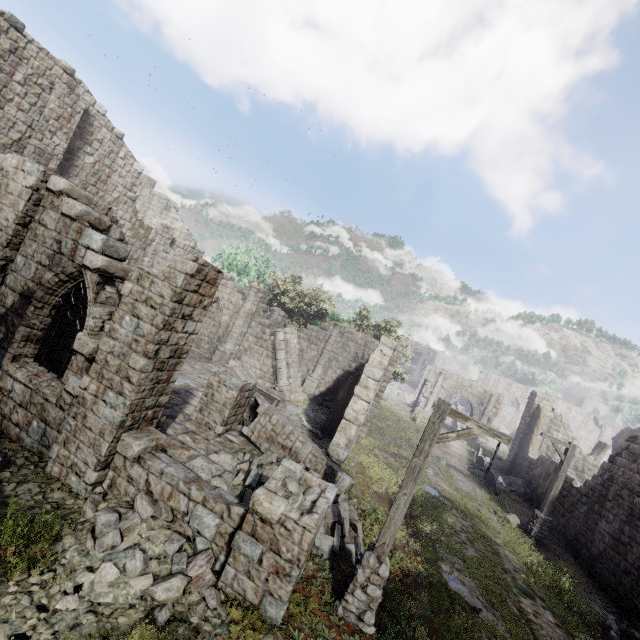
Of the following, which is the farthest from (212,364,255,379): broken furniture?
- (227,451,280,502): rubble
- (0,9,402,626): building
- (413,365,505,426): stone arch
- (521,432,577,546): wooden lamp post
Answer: (413,365,505,426): stone arch

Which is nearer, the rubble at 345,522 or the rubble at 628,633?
the rubble at 345,522

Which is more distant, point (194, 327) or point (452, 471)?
point (452, 471)

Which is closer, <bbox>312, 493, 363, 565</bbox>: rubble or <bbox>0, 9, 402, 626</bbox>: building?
<bbox>0, 9, 402, 626</bbox>: building

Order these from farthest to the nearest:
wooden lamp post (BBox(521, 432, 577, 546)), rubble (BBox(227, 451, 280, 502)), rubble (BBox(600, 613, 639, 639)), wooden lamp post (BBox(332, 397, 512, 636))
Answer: wooden lamp post (BBox(521, 432, 577, 546)) → rubble (BBox(600, 613, 639, 639)) → rubble (BBox(227, 451, 280, 502)) → wooden lamp post (BBox(332, 397, 512, 636))

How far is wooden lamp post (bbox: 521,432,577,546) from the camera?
14.7 meters

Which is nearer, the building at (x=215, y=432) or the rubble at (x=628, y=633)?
the building at (x=215, y=432)

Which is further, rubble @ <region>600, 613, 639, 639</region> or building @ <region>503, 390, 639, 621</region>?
building @ <region>503, 390, 639, 621</region>
